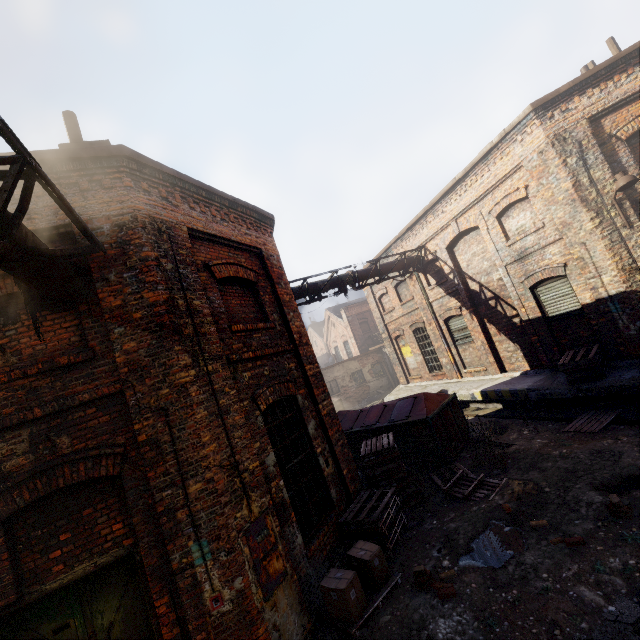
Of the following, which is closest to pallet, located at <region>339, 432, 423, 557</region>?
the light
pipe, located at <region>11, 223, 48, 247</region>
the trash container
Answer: the trash container

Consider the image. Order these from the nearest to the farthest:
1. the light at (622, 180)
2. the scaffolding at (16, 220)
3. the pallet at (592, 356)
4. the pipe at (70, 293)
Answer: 1. the scaffolding at (16, 220)
2. the pipe at (70, 293)
3. the light at (622, 180)
4. the pallet at (592, 356)

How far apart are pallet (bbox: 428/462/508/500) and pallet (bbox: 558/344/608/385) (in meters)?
3.94

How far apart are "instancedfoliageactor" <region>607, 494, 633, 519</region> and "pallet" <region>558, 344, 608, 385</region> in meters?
4.9

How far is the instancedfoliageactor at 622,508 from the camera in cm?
454

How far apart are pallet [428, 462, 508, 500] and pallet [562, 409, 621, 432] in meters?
2.7

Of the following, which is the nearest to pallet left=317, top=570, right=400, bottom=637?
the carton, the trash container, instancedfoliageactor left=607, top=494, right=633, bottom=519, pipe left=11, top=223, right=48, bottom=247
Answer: the carton

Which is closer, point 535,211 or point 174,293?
point 174,293
